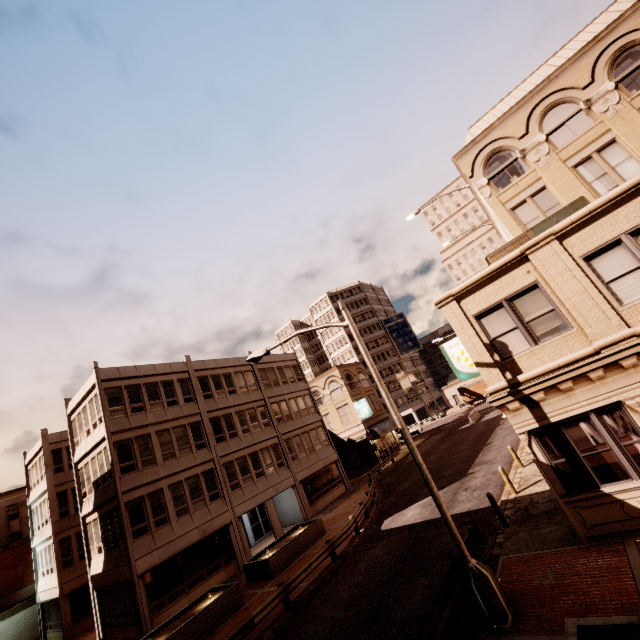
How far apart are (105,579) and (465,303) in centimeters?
2645cm

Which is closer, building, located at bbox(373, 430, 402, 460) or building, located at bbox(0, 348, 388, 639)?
building, located at bbox(0, 348, 388, 639)

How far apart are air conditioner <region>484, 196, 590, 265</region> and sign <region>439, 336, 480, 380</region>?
2.4 meters

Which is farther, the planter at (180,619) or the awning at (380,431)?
the awning at (380,431)

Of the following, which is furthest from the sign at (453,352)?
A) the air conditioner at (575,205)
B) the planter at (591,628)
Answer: the planter at (591,628)

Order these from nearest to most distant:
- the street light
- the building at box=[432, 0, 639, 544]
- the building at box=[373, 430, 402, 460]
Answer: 1. the street light
2. the building at box=[432, 0, 639, 544]
3. the building at box=[373, 430, 402, 460]

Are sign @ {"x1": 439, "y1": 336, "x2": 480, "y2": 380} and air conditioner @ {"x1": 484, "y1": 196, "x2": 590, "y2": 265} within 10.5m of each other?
yes

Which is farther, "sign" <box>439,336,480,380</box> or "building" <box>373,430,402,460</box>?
→ "building" <box>373,430,402,460</box>
